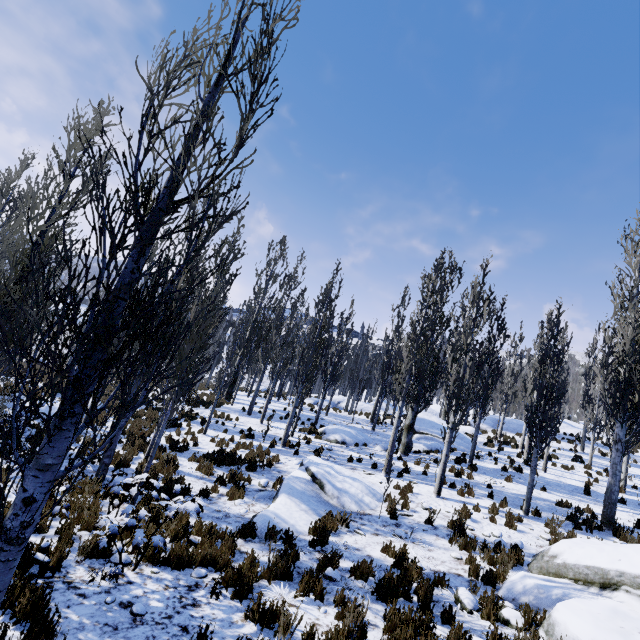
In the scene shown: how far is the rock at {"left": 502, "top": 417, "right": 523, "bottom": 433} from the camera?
27.8m

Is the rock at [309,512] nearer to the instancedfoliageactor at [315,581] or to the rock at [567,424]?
the instancedfoliageactor at [315,581]

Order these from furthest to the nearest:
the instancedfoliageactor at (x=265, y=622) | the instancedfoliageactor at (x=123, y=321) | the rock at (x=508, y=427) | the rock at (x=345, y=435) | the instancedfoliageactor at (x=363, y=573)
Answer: the rock at (x=508, y=427), the rock at (x=345, y=435), the instancedfoliageactor at (x=363, y=573), the instancedfoliageactor at (x=265, y=622), the instancedfoliageactor at (x=123, y=321)

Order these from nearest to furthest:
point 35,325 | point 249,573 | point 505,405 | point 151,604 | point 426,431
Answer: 1. point 35,325
2. point 151,604
3. point 249,573
4. point 426,431
5. point 505,405

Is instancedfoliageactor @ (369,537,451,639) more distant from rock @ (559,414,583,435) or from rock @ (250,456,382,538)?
rock @ (250,456,382,538)

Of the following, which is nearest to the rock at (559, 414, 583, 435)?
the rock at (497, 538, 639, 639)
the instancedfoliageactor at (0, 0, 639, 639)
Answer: the instancedfoliageactor at (0, 0, 639, 639)

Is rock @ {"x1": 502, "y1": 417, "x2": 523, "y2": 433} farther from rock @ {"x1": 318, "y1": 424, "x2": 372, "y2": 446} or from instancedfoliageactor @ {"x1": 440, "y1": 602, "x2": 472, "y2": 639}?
rock @ {"x1": 318, "y1": 424, "x2": 372, "y2": 446}

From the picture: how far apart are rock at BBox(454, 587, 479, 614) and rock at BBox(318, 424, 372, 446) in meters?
11.6 m
